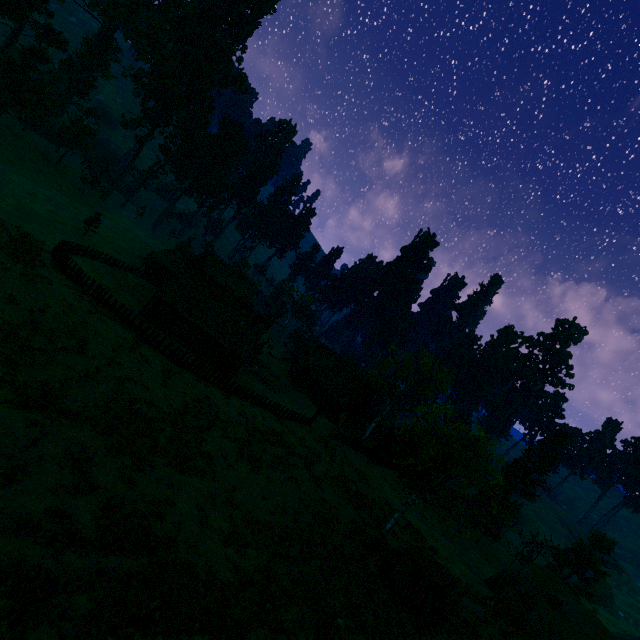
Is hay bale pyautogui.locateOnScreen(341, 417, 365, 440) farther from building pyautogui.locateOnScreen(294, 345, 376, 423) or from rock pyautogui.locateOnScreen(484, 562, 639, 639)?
rock pyautogui.locateOnScreen(484, 562, 639, 639)

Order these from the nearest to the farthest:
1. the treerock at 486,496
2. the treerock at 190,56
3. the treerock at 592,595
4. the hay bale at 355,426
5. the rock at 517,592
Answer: Answer: the treerock at 486,496 → the rock at 517,592 → the treerock at 592,595 → the hay bale at 355,426 → the treerock at 190,56

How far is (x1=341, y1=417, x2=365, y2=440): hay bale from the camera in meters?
46.8 m

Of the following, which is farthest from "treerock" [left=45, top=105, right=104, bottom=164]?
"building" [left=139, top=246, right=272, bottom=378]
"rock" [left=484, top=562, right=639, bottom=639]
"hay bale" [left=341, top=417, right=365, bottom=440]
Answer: "hay bale" [left=341, top=417, right=365, bottom=440]

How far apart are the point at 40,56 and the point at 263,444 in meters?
56.3 m

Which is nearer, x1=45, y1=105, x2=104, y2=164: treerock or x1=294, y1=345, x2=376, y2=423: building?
x1=294, y1=345, x2=376, y2=423: building

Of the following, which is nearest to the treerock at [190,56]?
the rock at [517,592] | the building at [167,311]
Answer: the building at [167,311]
